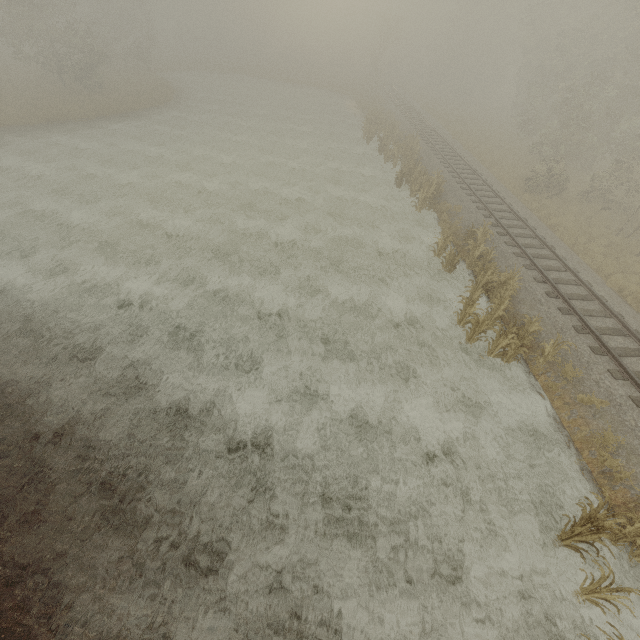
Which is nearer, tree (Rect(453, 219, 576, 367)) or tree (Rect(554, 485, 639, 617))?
tree (Rect(554, 485, 639, 617))

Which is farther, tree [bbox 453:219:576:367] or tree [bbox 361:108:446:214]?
tree [bbox 361:108:446:214]

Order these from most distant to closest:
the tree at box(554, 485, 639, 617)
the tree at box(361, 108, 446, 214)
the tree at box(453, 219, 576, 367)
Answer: the tree at box(361, 108, 446, 214) < the tree at box(453, 219, 576, 367) < the tree at box(554, 485, 639, 617)

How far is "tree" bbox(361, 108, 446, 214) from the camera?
19.2m

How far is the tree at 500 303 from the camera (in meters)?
10.58

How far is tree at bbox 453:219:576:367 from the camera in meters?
10.6 m

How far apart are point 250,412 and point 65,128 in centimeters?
2965cm

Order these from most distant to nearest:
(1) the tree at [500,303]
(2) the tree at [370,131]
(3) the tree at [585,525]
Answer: (2) the tree at [370,131]
(1) the tree at [500,303]
(3) the tree at [585,525]
